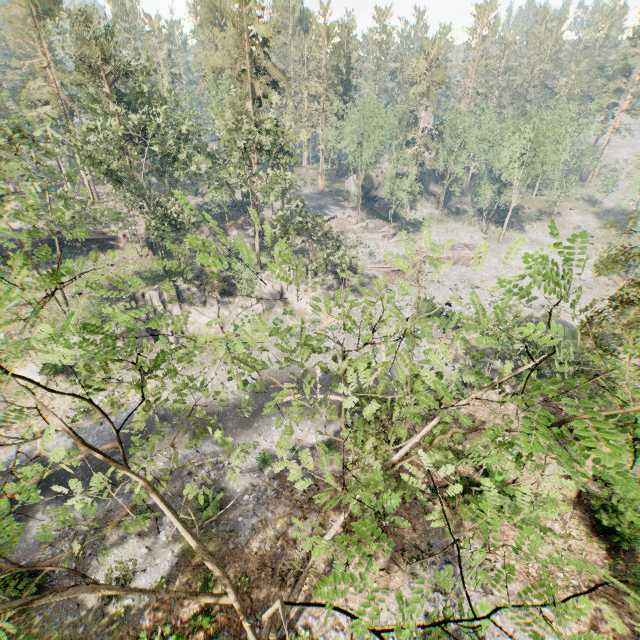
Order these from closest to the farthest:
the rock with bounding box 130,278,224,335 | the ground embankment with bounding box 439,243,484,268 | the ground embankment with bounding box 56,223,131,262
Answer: the rock with bounding box 130,278,224,335 → the ground embankment with bounding box 56,223,131,262 → the ground embankment with bounding box 439,243,484,268

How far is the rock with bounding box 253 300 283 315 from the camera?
38.53m

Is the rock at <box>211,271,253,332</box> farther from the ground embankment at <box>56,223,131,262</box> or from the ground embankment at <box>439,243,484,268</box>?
the ground embankment at <box>56,223,131,262</box>

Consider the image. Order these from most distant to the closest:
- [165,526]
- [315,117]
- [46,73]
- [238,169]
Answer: [315,117] → [46,73] → [238,169] → [165,526]

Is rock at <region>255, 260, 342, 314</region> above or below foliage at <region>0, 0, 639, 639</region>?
below

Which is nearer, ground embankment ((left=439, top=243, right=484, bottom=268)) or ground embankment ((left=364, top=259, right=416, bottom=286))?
ground embankment ((left=364, top=259, right=416, bottom=286))

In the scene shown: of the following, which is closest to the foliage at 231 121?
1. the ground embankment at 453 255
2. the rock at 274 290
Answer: the rock at 274 290

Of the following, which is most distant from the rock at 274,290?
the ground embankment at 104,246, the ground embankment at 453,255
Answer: the ground embankment at 104,246
